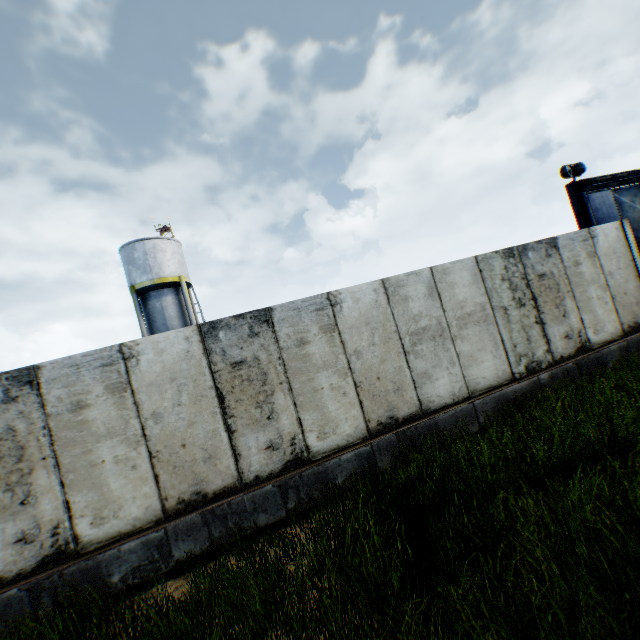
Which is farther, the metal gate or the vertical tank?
the vertical tank

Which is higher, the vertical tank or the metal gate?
the vertical tank

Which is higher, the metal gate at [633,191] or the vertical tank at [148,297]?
the vertical tank at [148,297]

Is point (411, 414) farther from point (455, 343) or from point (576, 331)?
point (576, 331)

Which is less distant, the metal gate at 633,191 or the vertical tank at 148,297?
the metal gate at 633,191

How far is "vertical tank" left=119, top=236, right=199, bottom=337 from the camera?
21.64m
